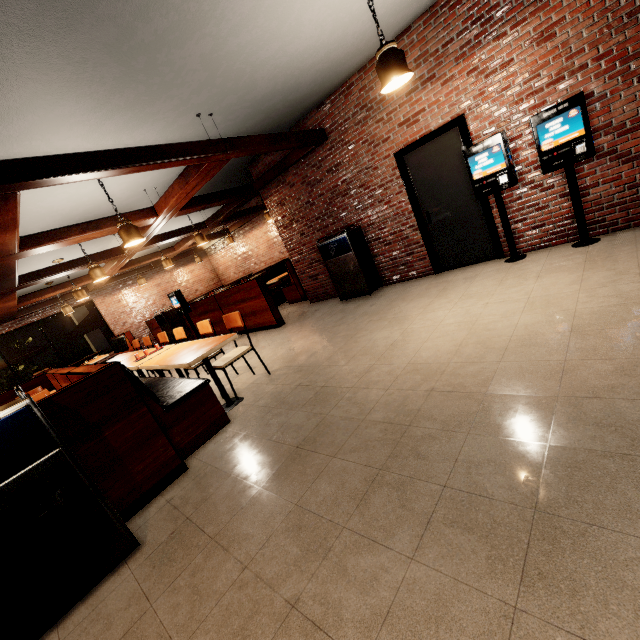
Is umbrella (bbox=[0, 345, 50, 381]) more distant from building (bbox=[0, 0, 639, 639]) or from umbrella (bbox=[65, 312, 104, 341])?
umbrella (bbox=[65, 312, 104, 341])

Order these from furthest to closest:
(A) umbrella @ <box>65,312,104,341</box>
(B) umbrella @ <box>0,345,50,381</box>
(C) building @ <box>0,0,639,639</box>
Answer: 1. (A) umbrella @ <box>65,312,104,341</box>
2. (B) umbrella @ <box>0,345,50,381</box>
3. (C) building @ <box>0,0,639,639</box>

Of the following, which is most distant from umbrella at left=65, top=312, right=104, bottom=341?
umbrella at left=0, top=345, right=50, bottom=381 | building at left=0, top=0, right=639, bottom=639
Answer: umbrella at left=0, top=345, right=50, bottom=381

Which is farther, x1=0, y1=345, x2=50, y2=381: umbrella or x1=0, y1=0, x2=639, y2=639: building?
x1=0, y1=345, x2=50, y2=381: umbrella

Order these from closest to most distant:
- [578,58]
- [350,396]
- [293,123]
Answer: [350,396] → [578,58] → [293,123]

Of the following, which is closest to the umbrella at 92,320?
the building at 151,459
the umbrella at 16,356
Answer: the building at 151,459
